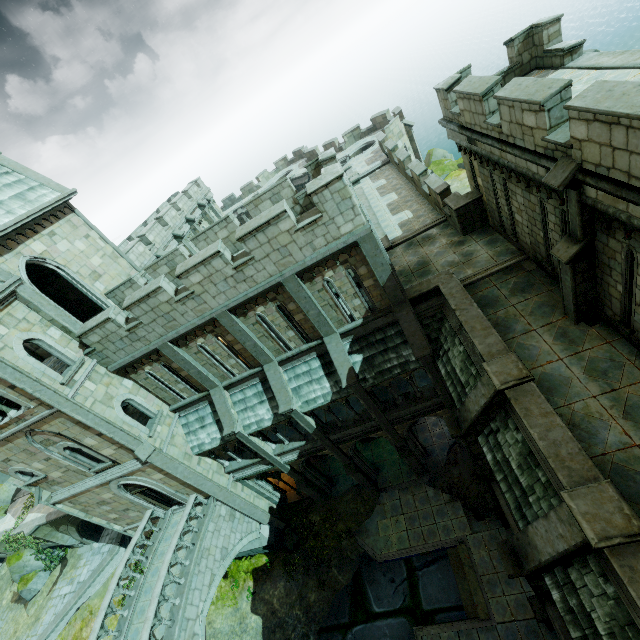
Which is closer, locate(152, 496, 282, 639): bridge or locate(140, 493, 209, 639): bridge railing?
locate(140, 493, 209, 639): bridge railing

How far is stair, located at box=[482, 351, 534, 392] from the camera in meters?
8.3 m

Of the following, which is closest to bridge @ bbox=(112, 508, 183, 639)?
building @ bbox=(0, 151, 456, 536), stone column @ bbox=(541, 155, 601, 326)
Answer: building @ bbox=(0, 151, 456, 536)

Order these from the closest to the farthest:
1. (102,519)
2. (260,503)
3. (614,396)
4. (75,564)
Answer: (614,396), (102,519), (260,503), (75,564)

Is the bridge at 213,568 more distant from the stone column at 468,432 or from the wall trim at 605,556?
the wall trim at 605,556

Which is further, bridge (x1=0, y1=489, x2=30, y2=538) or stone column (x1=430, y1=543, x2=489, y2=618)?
bridge (x1=0, y1=489, x2=30, y2=538)

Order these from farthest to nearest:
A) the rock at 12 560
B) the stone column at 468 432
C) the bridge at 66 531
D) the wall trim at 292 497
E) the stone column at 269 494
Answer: the rock at 12 560
the bridge at 66 531
the wall trim at 292 497
the stone column at 269 494
the stone column at 468 432

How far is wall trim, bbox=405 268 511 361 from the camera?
9.5m
